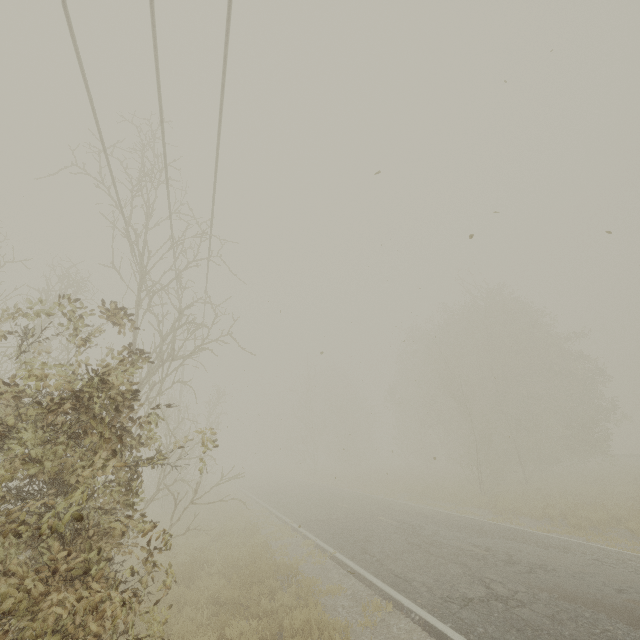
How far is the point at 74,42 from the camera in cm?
577
